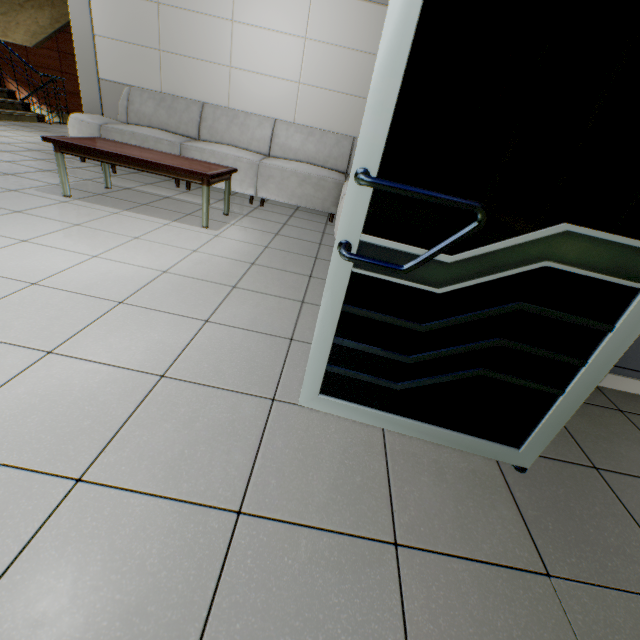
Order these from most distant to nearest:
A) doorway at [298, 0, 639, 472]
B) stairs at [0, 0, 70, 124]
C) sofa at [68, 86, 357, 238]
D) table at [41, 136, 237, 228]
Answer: stairs at [0, 0, 70, 124], sofa at [68, 86, 357, 238], table at [41, 136, 237, 228], doorway at [298, 0, 639, 472]

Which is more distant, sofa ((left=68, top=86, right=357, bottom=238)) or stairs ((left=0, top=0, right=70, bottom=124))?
stairs ((left=0, top=0, right=70, bottom=124))

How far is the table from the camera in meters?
3.0 m

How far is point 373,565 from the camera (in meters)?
0.94

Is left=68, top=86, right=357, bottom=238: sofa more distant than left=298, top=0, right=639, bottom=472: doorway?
Yes

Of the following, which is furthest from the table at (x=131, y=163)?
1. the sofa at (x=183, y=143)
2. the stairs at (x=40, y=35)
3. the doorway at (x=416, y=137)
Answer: the stairs at (x=40, y=35)

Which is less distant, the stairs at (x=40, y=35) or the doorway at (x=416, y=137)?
the doorway at (x=416, y=137)

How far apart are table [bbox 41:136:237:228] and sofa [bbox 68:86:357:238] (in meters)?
0.68
